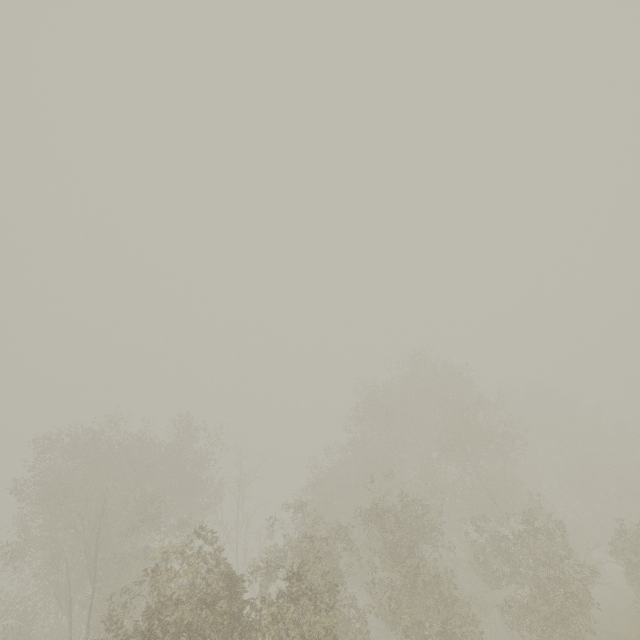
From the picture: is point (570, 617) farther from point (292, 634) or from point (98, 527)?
point (98, 527)
